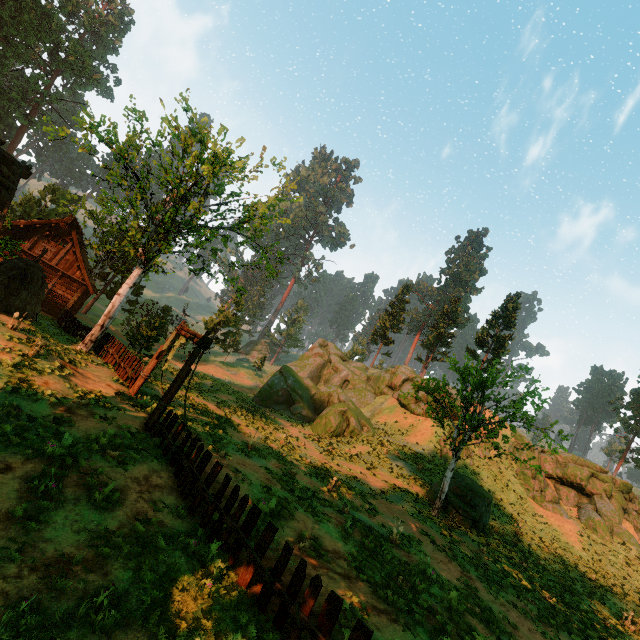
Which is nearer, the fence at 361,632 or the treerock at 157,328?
the fence at 361,632

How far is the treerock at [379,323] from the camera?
53.6 meters

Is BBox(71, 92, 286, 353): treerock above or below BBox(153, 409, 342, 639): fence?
above

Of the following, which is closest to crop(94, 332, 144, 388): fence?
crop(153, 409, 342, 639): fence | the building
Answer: the building

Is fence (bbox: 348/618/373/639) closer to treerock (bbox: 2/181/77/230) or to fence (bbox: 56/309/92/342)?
treerock (bbox: 2/181/77/230)

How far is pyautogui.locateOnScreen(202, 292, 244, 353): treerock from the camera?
48.0m

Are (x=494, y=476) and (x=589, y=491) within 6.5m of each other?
no

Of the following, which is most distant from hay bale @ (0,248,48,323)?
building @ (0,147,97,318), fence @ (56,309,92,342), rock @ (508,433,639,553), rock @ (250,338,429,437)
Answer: rock @ (508,433,639,553)
